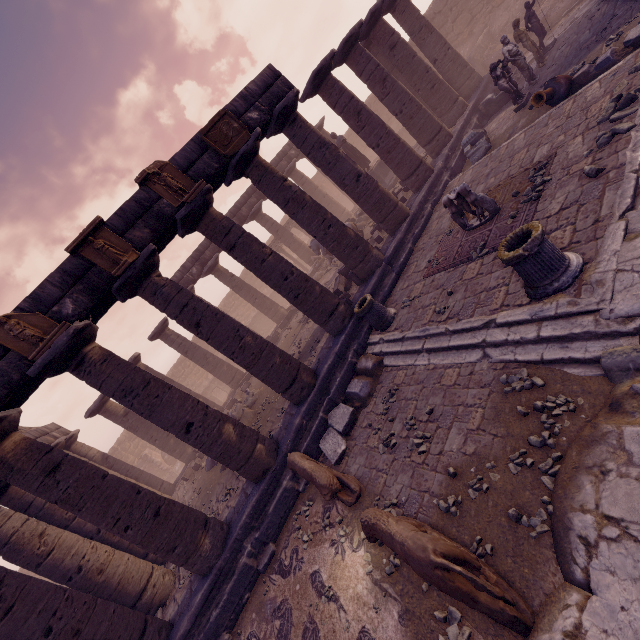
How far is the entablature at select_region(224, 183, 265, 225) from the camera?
19.5 meters

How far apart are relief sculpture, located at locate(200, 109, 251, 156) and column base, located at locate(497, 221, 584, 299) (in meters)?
7.18

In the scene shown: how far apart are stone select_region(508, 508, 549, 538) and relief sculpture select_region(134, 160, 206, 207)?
8.7 meters

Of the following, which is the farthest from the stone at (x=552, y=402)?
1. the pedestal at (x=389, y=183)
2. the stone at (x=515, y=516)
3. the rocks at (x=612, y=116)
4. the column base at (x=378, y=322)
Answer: the pedestal at (x=389, y=183)

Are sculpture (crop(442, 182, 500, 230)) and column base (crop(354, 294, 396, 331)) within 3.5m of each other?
yes

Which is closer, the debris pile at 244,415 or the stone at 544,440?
the stone at 544,440

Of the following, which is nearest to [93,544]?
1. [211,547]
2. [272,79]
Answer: [211,547]

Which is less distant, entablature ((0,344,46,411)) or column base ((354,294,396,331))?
entablature ((0,344,46,411))
